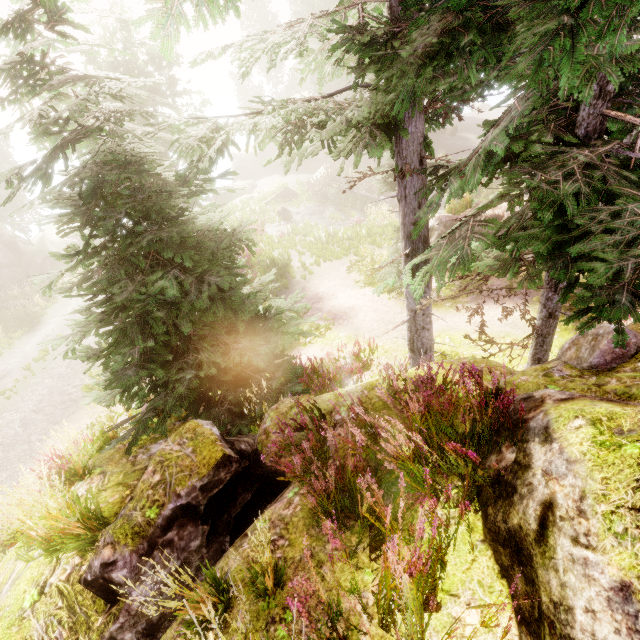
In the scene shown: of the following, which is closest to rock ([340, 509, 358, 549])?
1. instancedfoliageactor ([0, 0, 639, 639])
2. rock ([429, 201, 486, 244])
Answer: instancedfoliageactor ([0, 0, 639, 639])

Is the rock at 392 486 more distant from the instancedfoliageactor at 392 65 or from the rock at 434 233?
the rock at 434 233

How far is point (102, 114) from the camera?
4.9m

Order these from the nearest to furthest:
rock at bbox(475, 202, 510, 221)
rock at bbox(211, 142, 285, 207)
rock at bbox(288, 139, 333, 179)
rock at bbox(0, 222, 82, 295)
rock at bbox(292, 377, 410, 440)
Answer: rock at bbox(292, 377, 410, 440) → rock at bbox(475, 202, 510, 221) → rock at bbox(0, 222, 82, 295) → rock at bbox(288, 139, 333, 179) → rock at bbox(211, 142, 285, 207)

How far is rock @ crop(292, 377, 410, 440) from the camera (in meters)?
3.48

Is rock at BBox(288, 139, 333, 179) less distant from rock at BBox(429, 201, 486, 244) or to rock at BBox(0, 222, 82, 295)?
rock at BBox(429, 201, 486, 244)

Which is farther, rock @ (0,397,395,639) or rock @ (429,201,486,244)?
rock @ (429,201,486,244)

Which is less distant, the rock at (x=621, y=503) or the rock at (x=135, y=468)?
the rock at (x=621, y=503)
